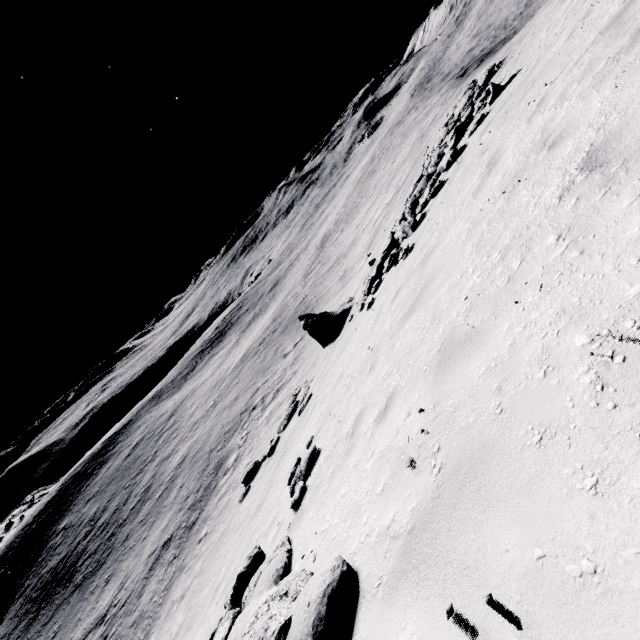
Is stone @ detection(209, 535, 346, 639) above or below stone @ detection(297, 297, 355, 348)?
above

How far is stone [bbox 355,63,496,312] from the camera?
11.1m

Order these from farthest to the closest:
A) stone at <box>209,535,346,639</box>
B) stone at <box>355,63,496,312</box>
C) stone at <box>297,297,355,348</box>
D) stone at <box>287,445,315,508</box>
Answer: stone at <box>297,297,355,348</box>, stone at <box>355,63,496,312</box>, stone at <box>287,445,315,508</box>, stone at <box>209,535,346,639</box>

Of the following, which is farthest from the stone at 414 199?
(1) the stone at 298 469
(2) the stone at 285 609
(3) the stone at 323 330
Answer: (2) the stone at 285 609

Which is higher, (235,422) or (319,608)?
(319,608)

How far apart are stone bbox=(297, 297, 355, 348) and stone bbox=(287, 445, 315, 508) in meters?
10.3

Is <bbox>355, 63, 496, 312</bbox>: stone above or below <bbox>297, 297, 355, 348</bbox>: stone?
above

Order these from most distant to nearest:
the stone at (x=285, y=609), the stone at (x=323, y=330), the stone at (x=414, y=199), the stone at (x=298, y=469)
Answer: the stone at (x=323, y=330), the stone at (x=414, y=199), the stone at (x=298, y=469), the stone at (x=285, y=609)
